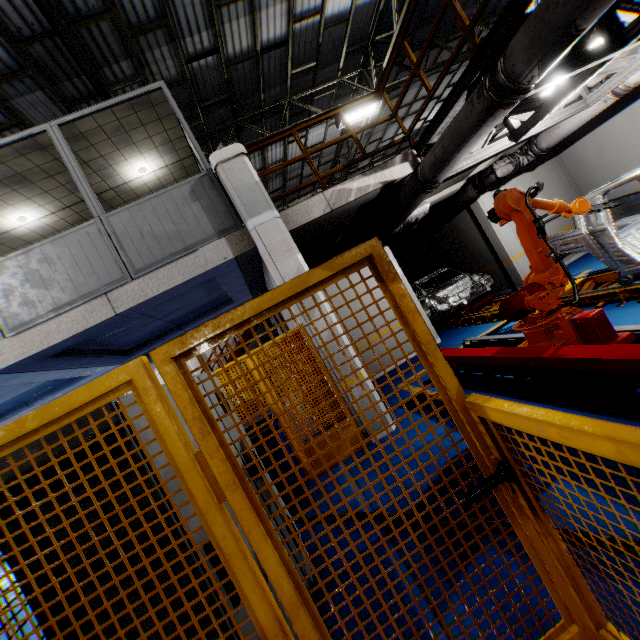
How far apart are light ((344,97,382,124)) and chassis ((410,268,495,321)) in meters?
5.9

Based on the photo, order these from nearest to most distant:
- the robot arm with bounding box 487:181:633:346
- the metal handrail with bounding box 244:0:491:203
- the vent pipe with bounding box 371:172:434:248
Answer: the robot arm with bounding box 487:181:633:346 < the metal handrail with bounding box 244:0:491:203 < the vent pipe with bounding box 371:172:434:248

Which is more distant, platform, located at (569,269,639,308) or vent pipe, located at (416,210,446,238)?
vent pipe, located at (416,210,446,238)

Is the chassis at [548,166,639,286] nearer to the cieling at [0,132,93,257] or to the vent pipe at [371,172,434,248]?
the vent pipe at [371,172,434,248]

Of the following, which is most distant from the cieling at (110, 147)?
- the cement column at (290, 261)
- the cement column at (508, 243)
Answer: the cement column at (508, 243)

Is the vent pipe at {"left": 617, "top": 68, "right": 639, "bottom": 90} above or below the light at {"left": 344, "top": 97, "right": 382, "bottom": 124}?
Result: below

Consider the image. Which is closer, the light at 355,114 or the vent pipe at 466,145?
the vent pipe at 466,145

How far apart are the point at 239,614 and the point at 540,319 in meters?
4.3
